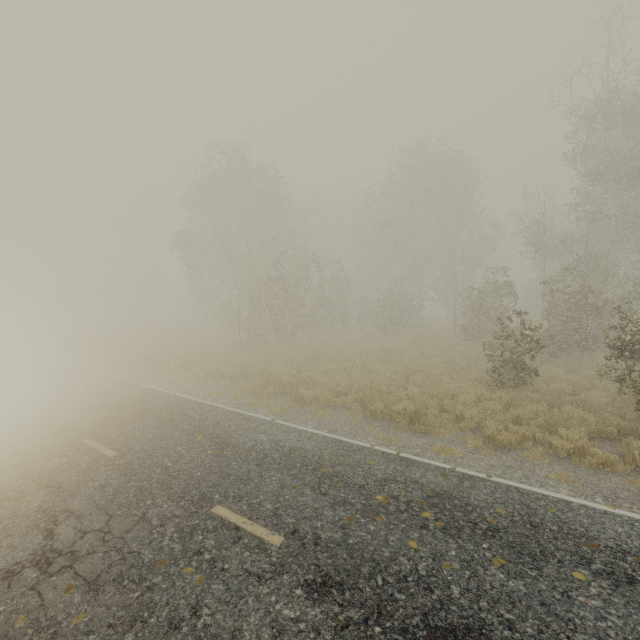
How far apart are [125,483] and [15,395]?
9.3 meters
